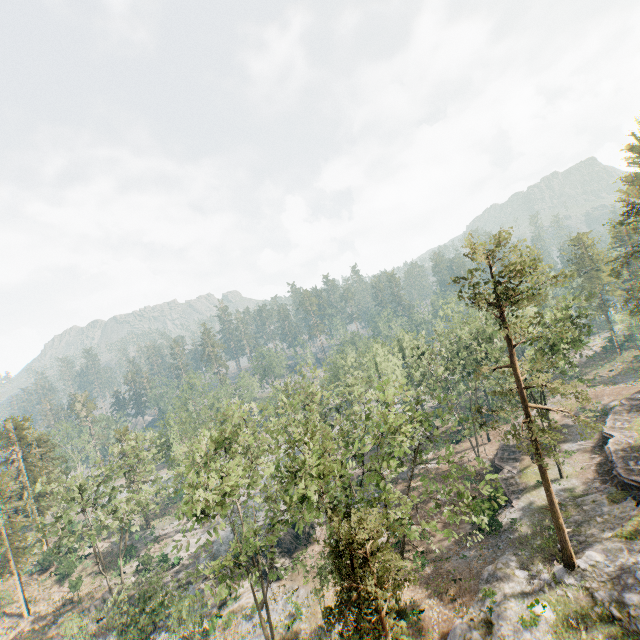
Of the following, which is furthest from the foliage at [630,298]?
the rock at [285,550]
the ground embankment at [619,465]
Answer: the ground embankment at [619,465]

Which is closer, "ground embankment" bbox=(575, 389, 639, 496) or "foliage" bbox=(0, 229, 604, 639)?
"foliage" bbox=(0, 229, 604, 639)

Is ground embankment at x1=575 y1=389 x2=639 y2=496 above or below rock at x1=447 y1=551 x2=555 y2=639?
above

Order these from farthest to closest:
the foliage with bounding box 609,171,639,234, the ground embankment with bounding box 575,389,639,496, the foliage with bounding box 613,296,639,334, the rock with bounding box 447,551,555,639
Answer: the foliage with bounding box 613,296,639,334, the foliage with bounding box 609,171,639,234, the ground embankment with bounding box 575,389,639,496, the rock with bounding box 447,551,555,639

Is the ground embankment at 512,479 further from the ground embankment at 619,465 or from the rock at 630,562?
the ground embankment at 619,465

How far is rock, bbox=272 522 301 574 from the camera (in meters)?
35.43

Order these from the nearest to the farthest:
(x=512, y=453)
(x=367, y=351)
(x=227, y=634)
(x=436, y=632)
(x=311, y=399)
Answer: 1. (x=436, y=632)
2. (x=227, y=634)
3. (x=311, y=399)
4. (x=512, y=453)
5. (x=367, y=351)

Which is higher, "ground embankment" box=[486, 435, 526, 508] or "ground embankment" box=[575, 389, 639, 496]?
"ground embankment" box=[575, 389, 639, 496]
